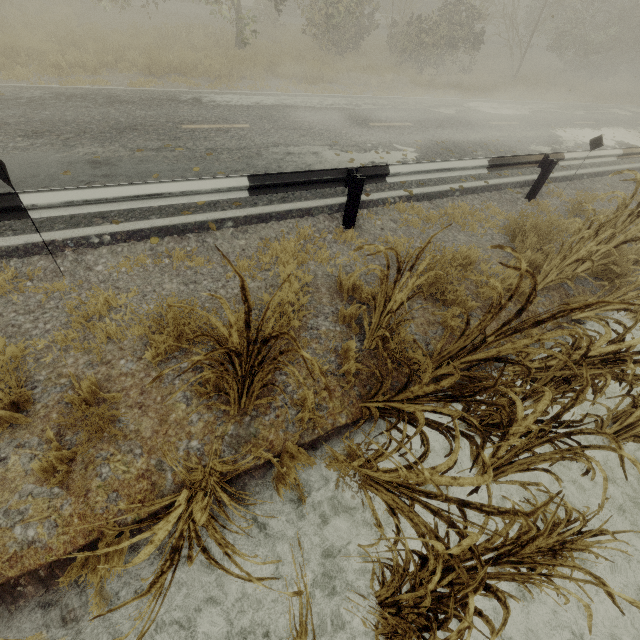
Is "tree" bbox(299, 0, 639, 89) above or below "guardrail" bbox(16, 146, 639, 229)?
above

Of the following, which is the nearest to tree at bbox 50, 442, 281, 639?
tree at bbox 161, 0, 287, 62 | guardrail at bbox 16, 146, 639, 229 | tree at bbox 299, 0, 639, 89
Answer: guardrail at bbox 16, 146, 639, 229

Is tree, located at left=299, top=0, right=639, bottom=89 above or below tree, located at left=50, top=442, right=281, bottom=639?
above

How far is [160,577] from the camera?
1.20m

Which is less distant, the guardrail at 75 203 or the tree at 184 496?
the tree at 184 496

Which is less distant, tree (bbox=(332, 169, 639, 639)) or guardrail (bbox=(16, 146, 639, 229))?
tree (bbox=(332, 169, 639, 639))

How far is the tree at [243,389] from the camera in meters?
1.7

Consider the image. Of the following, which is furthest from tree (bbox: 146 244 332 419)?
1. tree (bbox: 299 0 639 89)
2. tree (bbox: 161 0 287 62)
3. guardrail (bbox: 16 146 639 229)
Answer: tree (bbox: 299 0 639 89)
